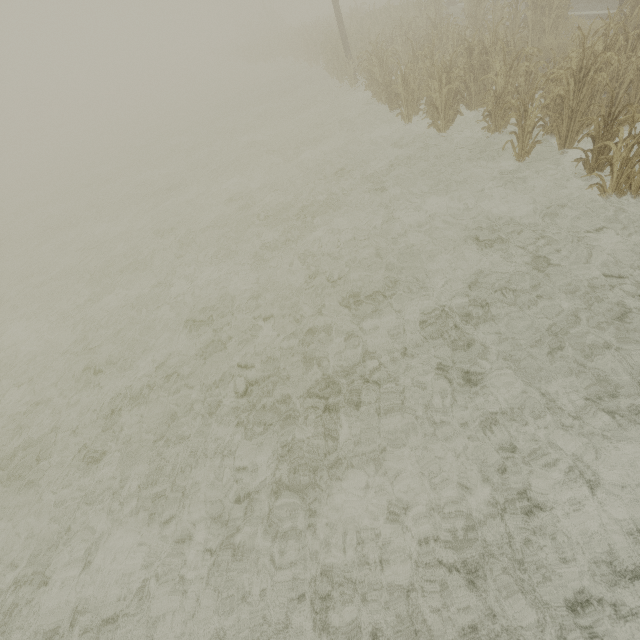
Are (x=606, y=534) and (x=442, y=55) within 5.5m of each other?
no
